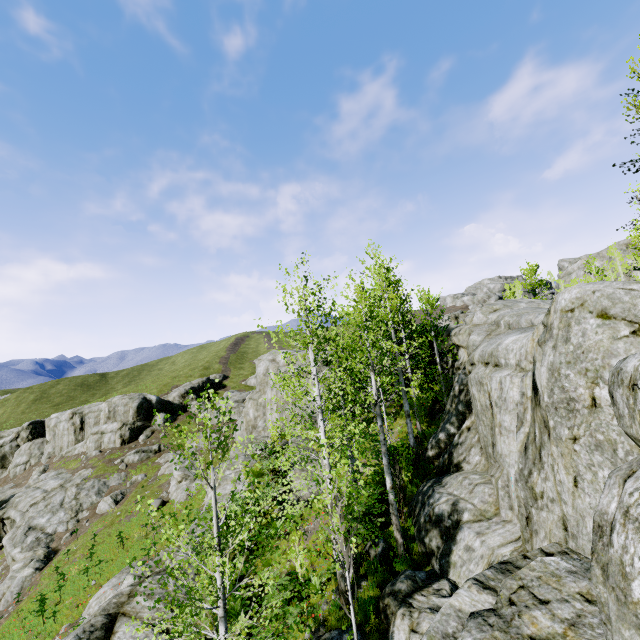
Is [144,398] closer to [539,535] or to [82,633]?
[82,633]

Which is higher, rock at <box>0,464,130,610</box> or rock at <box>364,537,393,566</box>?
rock at <box>364,537,393,566</box>

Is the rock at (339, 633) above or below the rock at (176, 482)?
above

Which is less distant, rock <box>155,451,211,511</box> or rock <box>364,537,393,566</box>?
rock <box>364,537,393,566</box>

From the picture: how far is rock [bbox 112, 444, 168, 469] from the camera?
39.13m

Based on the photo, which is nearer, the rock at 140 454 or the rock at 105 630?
the rock at 105 630
